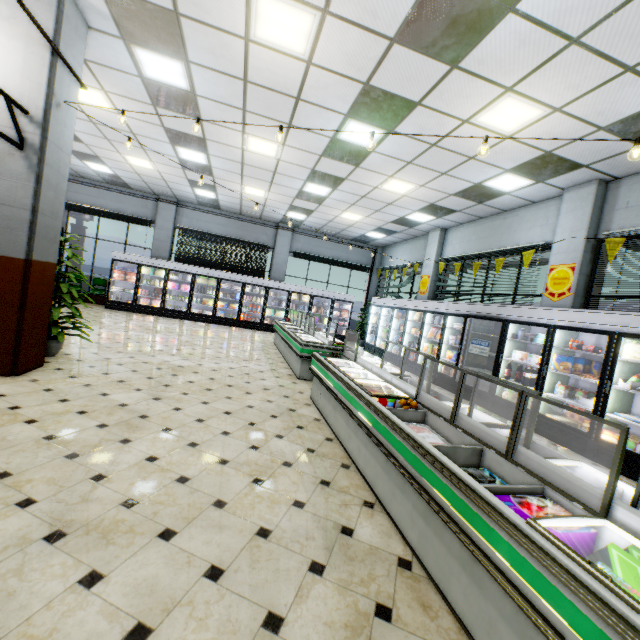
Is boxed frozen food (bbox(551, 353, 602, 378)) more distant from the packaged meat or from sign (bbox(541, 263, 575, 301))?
the packaged meat

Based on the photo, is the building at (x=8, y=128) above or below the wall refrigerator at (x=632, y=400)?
above

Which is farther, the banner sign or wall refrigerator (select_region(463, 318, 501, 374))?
wall refrigerator (select_region(463, 318, 501, 374))

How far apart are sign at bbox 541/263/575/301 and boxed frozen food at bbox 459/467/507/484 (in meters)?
5.90

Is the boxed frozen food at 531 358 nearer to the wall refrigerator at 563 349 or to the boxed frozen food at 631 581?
the wall refrigerator at 563 349

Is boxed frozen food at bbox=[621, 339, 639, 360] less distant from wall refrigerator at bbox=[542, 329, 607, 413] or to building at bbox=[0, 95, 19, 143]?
wall refrigerator at bbox=[542, 329, 607, 413]

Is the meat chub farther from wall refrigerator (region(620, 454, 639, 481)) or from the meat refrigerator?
the meat refrigerator

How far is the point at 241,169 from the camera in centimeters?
907cm
